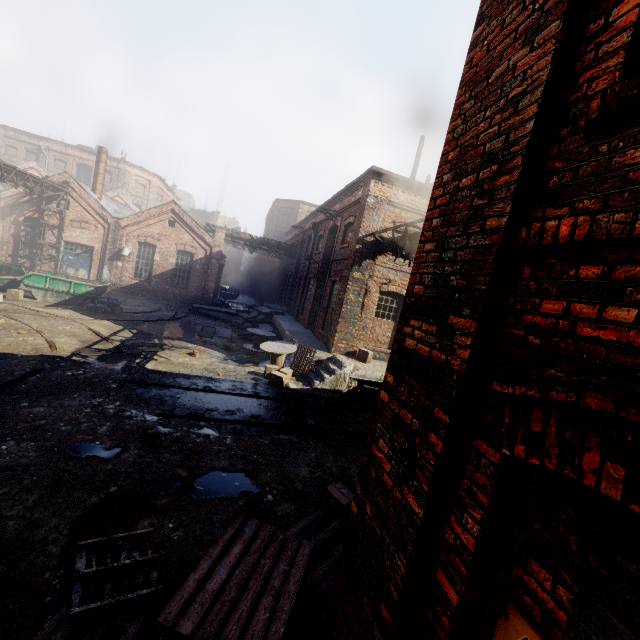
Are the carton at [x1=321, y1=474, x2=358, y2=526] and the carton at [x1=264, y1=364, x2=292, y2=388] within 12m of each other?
yes

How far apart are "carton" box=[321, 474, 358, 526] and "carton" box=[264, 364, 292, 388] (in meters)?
5.88

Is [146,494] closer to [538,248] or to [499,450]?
[499,450]

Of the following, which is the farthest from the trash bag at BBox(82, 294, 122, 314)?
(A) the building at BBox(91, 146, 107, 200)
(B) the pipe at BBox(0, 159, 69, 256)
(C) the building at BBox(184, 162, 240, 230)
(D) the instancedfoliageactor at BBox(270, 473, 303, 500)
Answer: (C) the building at BBox(184, 162, 240, 230)

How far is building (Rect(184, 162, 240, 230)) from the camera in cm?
5388

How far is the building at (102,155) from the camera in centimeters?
2402cm

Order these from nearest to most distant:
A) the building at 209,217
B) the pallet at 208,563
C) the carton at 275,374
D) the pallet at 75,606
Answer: the pallet at 208,563 → the pallet at 75,606 → the carton at 275,374 → the building at 209,217

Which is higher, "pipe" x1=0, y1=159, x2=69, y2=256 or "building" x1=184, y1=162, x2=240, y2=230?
"building" x1=184, y1=162, x2=240, y2=230
